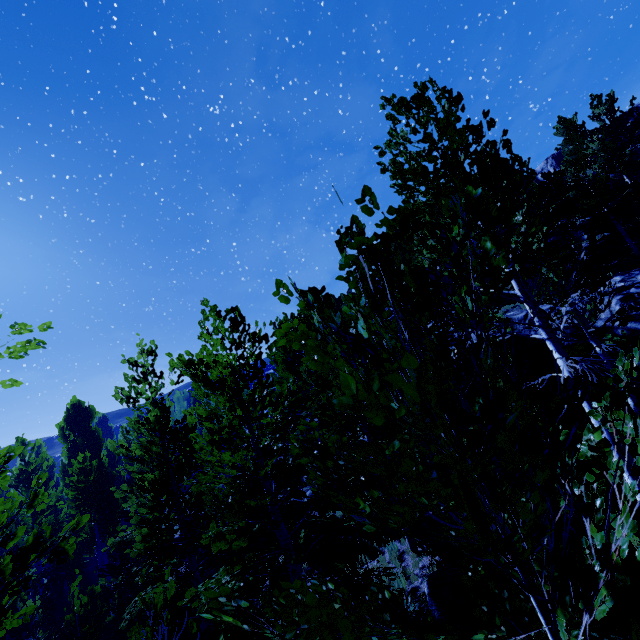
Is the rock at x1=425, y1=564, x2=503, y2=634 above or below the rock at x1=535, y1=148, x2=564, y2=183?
below

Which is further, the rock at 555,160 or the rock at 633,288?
the rock at 555,160

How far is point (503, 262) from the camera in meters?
1.8

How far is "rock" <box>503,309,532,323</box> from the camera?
12.16m

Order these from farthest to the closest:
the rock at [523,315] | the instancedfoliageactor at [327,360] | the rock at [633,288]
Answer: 1. the rock at [523,315]
2. the rock at [633,288]
3. the instancedfoliageactor at [327,360]

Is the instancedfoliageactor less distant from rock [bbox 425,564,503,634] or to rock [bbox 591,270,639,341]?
rock [bbox 591,270,639,341]

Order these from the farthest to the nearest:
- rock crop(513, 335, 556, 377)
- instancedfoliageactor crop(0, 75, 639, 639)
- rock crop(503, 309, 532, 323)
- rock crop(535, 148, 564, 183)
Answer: rock crop(535, 148, 564, 183) < rock crop(503, 309, 532, 323) < rock crop(513, 335, 556, 377) < instancedfoliageactor crop(0, 75, 639, 639)

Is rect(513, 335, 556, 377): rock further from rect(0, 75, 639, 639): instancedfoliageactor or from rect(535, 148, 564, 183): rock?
rect(535, 148, 564, 183): rock
